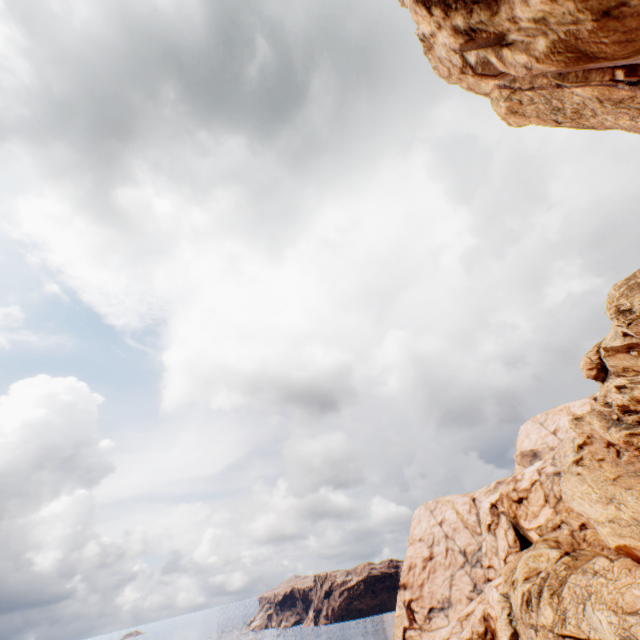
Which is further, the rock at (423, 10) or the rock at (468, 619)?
the rock at (468, 619)

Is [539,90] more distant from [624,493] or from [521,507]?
[521,507]

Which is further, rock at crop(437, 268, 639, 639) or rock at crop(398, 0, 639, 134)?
rock at crop(437, 268, 639, 639)
